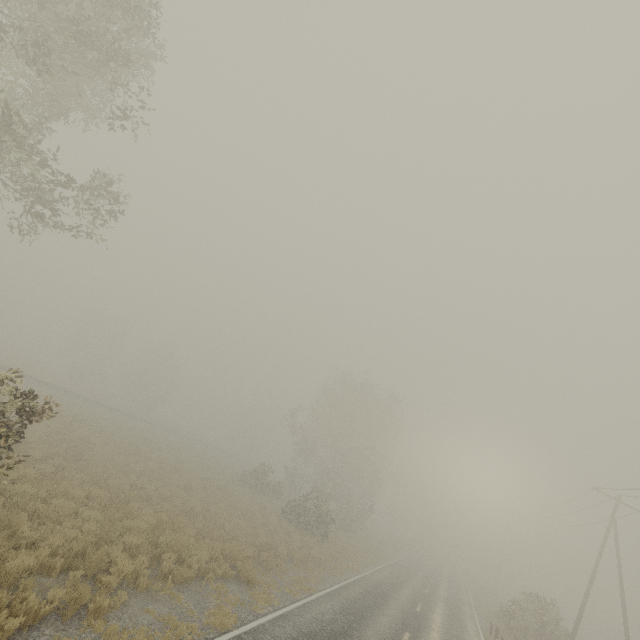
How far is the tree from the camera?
26.98m

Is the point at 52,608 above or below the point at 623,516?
below

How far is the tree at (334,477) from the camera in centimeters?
2698cm
